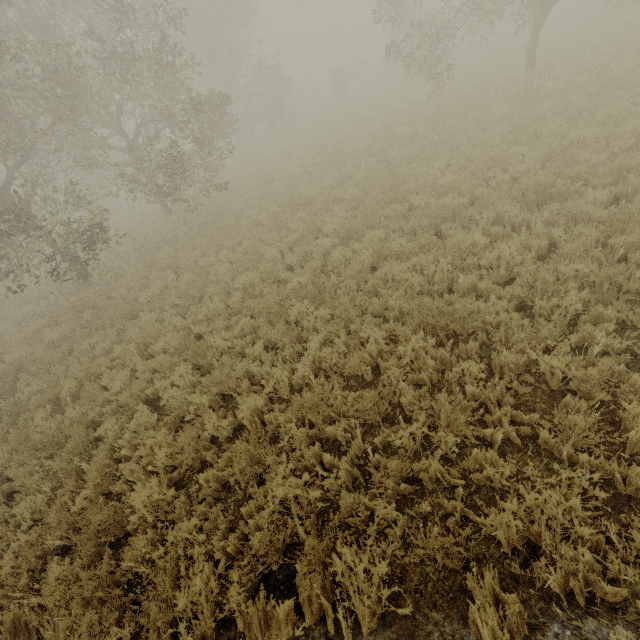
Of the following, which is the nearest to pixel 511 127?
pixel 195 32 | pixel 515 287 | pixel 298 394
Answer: pixel 515 287

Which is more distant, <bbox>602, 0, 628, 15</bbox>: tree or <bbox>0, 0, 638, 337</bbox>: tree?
<bbox>602, 0, 628, 15</bbox>: tree

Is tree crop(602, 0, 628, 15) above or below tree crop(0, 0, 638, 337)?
below

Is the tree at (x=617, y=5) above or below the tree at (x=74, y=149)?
below

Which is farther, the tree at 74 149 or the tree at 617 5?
the tree at 617 5
